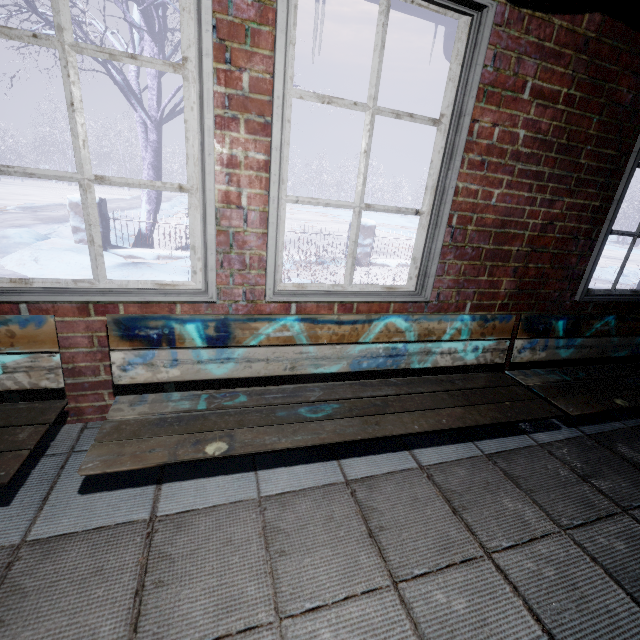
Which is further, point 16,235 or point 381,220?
point 381,220

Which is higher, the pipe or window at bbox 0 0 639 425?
the pipe

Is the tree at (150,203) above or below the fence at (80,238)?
above

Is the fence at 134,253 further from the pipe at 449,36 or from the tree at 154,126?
the pipe at 449,36

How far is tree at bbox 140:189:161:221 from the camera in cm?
557

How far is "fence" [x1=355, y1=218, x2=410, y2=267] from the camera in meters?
6.5 m

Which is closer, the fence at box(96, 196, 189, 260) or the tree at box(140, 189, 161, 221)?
the fence at box(96, 196, 189, 260)

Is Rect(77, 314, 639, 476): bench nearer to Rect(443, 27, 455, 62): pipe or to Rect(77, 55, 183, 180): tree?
Rect(443, 27, 455, 62): pipe
